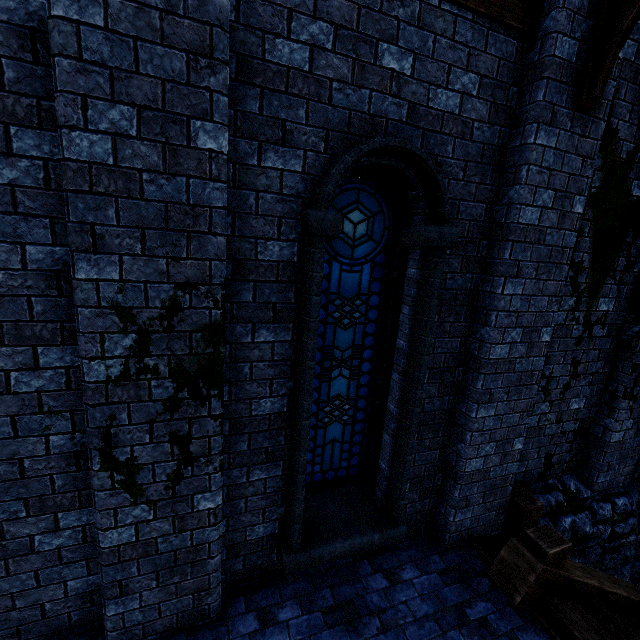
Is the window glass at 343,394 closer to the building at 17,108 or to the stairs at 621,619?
the building at 17,108

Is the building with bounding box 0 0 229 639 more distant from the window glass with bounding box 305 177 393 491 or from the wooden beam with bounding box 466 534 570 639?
the window glass with bounding box 305 177 393 491

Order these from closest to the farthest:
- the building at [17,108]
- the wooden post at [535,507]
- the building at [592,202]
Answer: the building at [17,108], the building at [592,202], the wooden post at [535,507]

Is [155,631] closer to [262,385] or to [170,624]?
[170,624]

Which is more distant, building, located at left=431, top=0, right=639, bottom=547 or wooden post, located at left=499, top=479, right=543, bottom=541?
wooden post, located at left=499, top=479, right=543, bottom=541

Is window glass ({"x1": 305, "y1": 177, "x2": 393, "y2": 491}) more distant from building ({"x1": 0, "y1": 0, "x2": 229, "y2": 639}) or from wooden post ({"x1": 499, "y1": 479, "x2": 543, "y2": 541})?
wooden post ({"x1": 499, "y1": 479, "x2": 543, "y2": 541})

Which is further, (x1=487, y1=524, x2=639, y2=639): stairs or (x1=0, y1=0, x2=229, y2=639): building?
(x1=487, y1=524, x2=639, y2=639): stairs

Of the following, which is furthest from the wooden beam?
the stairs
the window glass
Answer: the window glass
